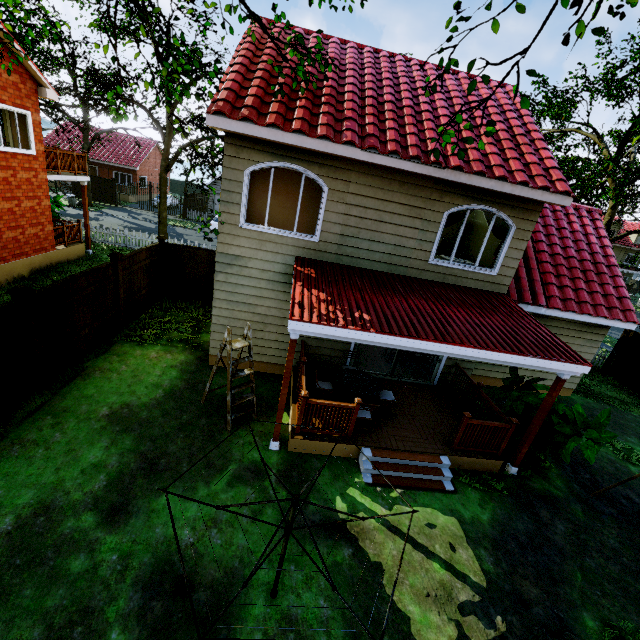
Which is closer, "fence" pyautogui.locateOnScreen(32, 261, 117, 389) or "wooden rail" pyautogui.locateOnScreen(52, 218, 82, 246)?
"fence" pyautogui.locateOnScreen(32, 261, 117, 389)

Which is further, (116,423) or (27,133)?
(27,133)

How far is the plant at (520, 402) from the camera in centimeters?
742cm

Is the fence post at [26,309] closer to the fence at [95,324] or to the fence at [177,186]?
the fence at [95,324]

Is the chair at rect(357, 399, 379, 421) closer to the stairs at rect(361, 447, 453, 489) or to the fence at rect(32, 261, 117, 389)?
the stairs at rect(361, 447, 453, 489)

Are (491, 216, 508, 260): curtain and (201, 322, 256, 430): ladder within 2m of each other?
no

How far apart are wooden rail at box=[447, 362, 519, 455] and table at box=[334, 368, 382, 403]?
2.0m

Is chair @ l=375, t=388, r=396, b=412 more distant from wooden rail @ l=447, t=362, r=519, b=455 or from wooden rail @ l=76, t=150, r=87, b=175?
wooden rail @ l=76, t=150, r=87, b=175
